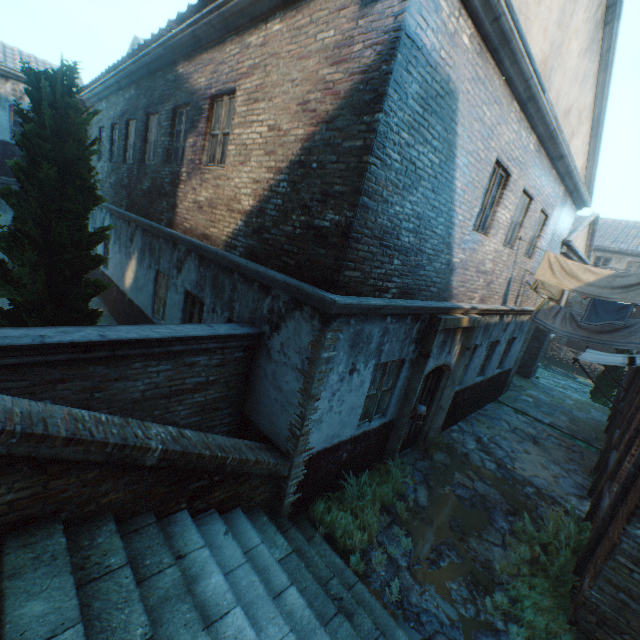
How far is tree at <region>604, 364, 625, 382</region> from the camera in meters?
16.7 m

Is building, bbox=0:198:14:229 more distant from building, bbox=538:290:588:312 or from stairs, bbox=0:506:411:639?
building, bbox=538:290:588:312

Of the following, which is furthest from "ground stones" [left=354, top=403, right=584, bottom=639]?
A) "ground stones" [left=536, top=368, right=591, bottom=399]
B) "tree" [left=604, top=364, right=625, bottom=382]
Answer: "ground stones" [left=536, top=368, right=591, bottom=399]

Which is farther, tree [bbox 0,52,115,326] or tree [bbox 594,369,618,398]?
tree [bbox 594,369,618,398]

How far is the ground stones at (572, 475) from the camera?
7.7m

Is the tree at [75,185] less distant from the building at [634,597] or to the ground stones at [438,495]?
the ground stones at [438,495]

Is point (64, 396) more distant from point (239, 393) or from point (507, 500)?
point (507, 500)
